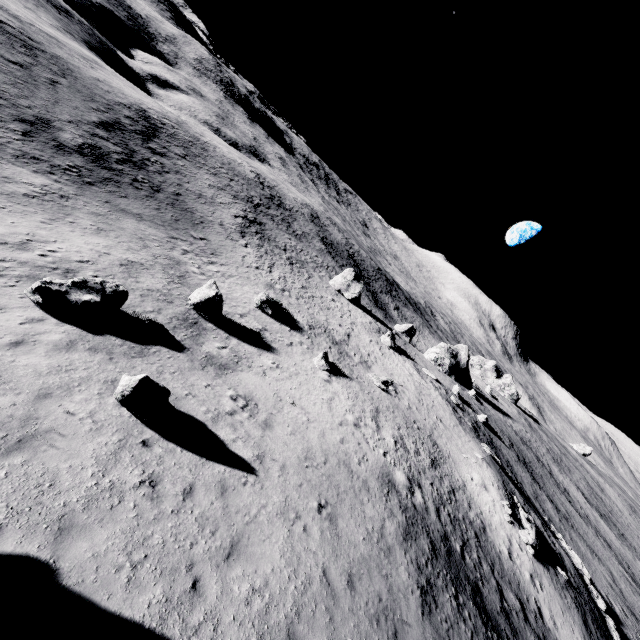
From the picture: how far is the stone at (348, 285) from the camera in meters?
55.4 m

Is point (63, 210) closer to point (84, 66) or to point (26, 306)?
point (26, 306)

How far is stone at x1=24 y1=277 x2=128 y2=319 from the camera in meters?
12.3

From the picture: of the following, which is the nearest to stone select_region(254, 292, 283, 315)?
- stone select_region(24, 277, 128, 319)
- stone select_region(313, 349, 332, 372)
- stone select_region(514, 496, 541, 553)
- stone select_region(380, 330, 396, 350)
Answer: stone select_region(313, 349, 332, 372)

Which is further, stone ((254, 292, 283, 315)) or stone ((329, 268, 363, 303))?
stone ((329, 268, 363, 303))

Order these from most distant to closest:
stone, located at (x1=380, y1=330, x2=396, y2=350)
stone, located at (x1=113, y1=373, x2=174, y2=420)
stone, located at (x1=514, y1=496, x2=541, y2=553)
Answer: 1. stone, located at (x1=380, y1=330, x2=396, y2=350)
2. stone, located at (x1=514, y1=496, x2=541, y2=553)
3. stone, located at (x1=113, y1=373, x2=174, y2=420)

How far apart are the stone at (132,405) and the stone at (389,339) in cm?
3797

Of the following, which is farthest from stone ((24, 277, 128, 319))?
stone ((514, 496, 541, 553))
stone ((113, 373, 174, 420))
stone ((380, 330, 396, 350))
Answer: stone ((380, 330, 396, 350))
